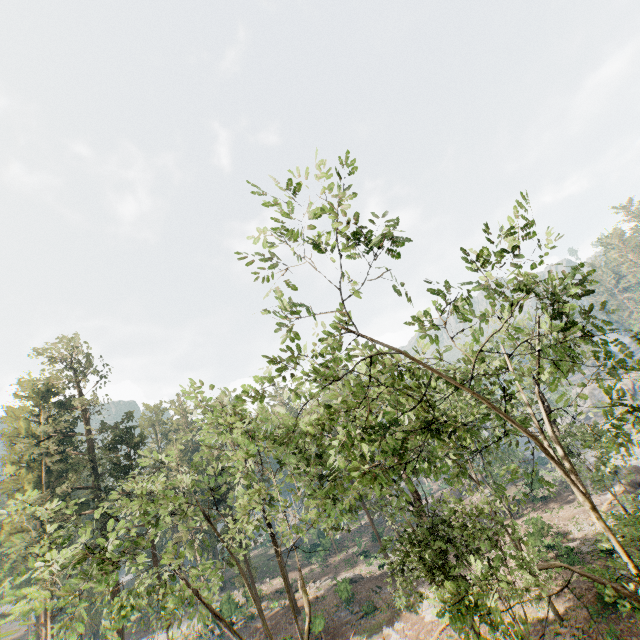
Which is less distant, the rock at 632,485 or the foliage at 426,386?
the foliage at 426,386

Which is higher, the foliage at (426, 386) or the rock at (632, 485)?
the foliage at (426, 386)

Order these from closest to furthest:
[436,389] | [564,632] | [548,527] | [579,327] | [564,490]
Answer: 1. [579,327]
2. [564,632]
3. [548,527]
4. [436,389]
5. [564,490]

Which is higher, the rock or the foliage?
the foliage

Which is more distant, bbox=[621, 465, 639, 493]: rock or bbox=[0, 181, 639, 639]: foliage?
bbox=[621, 465, 639, 493]: rock
